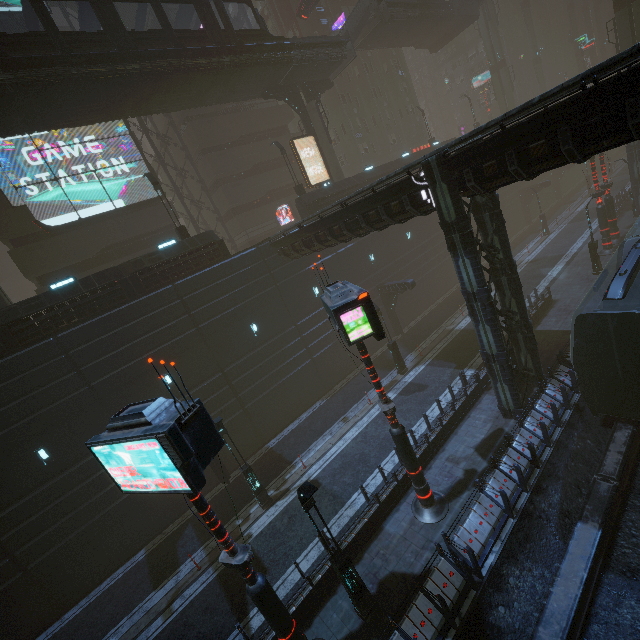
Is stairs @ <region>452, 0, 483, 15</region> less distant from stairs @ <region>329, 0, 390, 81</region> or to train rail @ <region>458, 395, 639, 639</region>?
stairs @ <region>329, 0, 390, 81</region>

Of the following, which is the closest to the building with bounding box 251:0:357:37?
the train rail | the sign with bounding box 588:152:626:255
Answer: the train rail

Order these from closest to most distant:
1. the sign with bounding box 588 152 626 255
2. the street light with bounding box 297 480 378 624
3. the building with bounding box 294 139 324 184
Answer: the street light with bounding box 297 480 378 624 < the sign with bounding box 588 152 626 255 < the building with bounding box 294 139 324 184

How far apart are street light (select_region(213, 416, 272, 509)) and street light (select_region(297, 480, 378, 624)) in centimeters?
665cm

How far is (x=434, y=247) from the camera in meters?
32.5 m

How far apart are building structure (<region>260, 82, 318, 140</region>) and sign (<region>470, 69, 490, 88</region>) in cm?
5009

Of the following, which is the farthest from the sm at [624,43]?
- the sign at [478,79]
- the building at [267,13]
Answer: the sign at [478,79]

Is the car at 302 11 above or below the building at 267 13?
below
